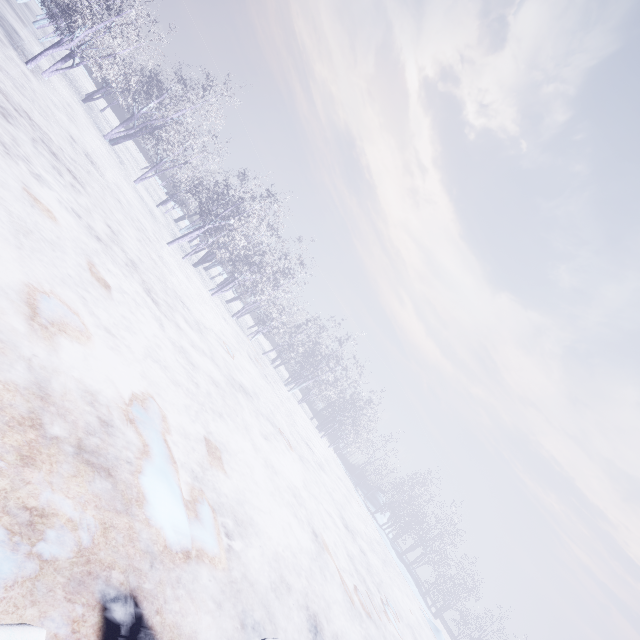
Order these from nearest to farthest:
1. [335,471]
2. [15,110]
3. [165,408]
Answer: [165,408] → [15,110] → [335,471]
